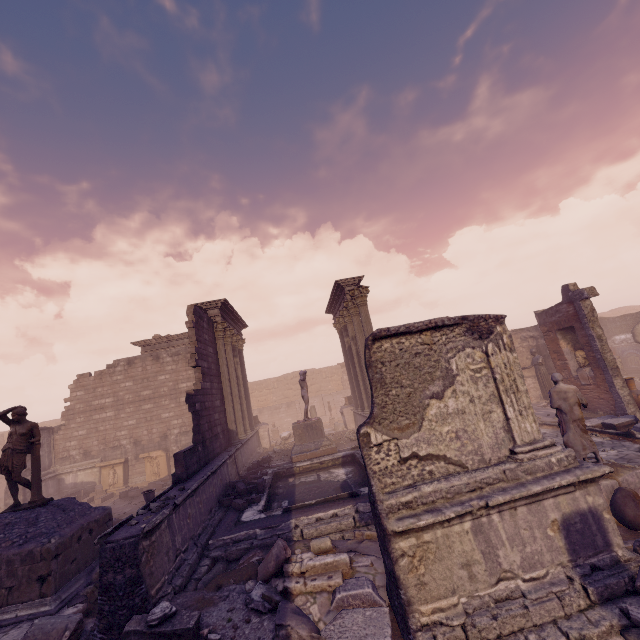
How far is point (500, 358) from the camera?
4.81m

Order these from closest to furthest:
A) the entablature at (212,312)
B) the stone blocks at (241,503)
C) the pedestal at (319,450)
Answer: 1. the stone blocks at (241,503)
2. the pedestal at (319,450)
3. the entablature at (212,312)

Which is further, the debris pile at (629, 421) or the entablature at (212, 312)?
the entablature at (212, 312)

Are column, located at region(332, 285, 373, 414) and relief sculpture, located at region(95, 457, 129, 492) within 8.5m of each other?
no

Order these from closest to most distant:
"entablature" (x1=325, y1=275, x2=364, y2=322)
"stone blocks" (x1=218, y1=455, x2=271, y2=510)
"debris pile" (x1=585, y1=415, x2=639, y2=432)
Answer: "stone blocks" (x1=218, y1=455, x2=271, y2=510) < "debris pile" (x1=585, y1=415, x2=639, y2=432) < "entablature" (x1=325, y1=275, x2=364, y2=322)

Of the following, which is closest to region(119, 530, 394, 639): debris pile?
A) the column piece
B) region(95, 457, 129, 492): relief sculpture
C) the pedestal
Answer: the column piece

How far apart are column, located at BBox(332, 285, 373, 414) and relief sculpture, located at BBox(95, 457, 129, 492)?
13.11m

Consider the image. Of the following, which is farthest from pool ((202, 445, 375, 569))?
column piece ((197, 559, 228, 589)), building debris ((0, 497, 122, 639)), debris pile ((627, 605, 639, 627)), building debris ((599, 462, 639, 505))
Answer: debris pile ((627, 605, 639, 627))
